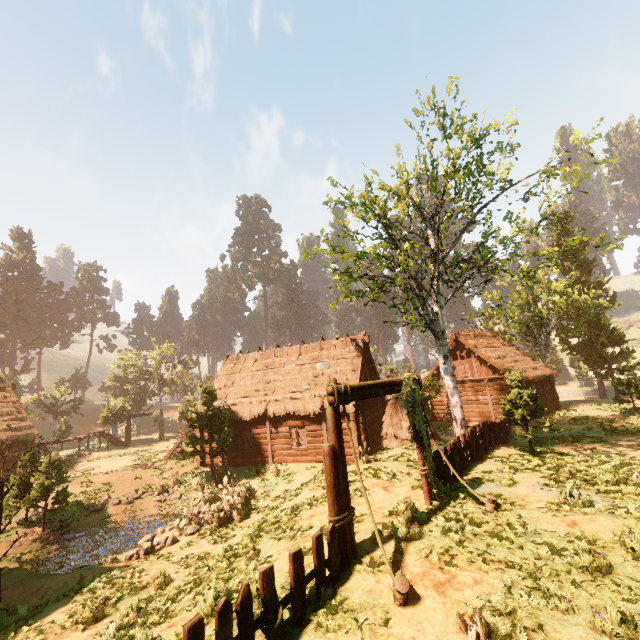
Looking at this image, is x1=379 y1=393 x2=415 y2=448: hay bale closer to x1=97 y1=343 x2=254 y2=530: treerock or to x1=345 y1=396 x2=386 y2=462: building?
x1=345 y1=396 x2=386 y2=462: building

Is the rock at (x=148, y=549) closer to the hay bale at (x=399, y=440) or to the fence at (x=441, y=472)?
the hay bale at (x=399, y=440)

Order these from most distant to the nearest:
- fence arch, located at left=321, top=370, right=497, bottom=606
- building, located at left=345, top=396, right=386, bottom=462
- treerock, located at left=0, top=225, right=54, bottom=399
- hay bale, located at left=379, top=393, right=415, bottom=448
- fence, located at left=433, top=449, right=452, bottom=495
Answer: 1. treerock, located at left=0, top=225, right=54, bottom=399
2. building, located at left=345, top=396, right=386, bottom=462
3. hay bale, located at left=379, top=393, right=415, bottom=448
4. fence, located at left=433, top=449, right=452, bottom=495
5. fence arch, located at left=321, top=370, right=497, bottom=606

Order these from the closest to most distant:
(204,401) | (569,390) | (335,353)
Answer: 1. (204,401)
2. (335,353)
3. (569,390)

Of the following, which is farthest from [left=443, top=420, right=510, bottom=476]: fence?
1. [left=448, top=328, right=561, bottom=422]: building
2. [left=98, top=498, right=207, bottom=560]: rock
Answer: [left=98, top=498, right=207, bottom=560]: rock

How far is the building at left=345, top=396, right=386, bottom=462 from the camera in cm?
1866

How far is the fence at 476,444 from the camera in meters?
11.3

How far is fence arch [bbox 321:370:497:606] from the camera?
6.6m
